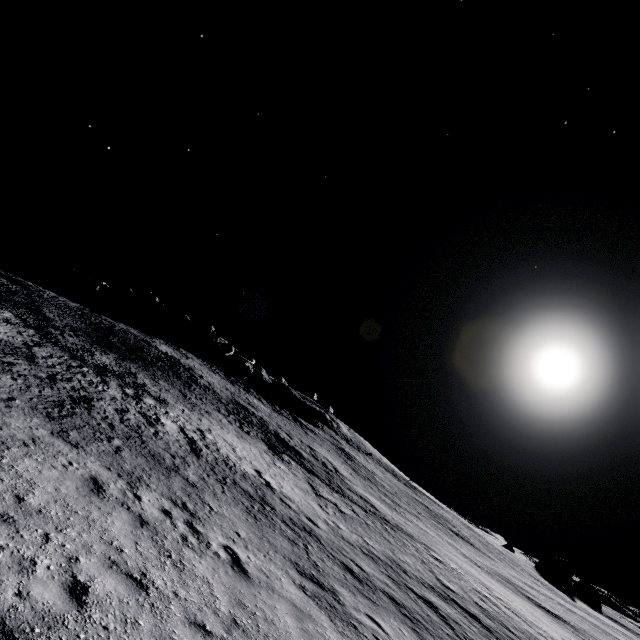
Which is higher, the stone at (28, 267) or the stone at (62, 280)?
the stone at (62, 280)

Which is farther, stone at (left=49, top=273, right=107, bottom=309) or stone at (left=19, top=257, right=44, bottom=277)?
stone at (left=19, top=257, right=44, bottom=277)

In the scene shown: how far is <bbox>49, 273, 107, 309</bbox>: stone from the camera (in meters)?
53.81

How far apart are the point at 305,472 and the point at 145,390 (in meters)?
13.85

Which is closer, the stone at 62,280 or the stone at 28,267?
the stone at 62,280

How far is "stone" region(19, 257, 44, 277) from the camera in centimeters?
5500cm

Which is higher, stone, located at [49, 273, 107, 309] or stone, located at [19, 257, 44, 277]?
stone, located at [49, 273, 107, 309]
